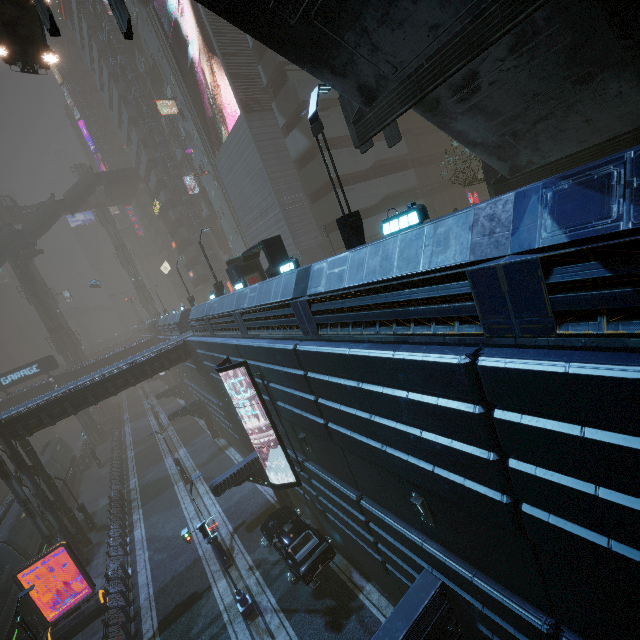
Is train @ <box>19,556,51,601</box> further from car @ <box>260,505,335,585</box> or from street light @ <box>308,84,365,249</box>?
street light @ <box>308,84,365,249</box>

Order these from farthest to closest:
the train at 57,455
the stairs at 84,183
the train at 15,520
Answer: the stairs at 84,183, the train at 57,455, the train at 15,520

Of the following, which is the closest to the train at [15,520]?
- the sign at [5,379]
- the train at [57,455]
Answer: the train at [57,455]

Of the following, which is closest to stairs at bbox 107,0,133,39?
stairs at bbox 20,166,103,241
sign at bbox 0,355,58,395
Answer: sign at bbox 0,355,58,395

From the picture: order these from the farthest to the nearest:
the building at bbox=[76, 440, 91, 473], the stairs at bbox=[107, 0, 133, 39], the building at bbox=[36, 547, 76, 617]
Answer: the building at bbox=[76, 440, 91, 473] < the building at bbox=[36, 547, 76, 617] < the stairs at bbox=[107, 0, 133, 39]

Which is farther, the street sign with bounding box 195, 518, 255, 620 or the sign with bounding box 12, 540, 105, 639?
the sign with bounding box 12, 540, 105, 639

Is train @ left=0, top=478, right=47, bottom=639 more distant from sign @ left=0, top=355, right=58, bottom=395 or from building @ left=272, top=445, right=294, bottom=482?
sign @ left=0, top=355, right=58, bottom=395

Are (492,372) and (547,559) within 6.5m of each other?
yes
